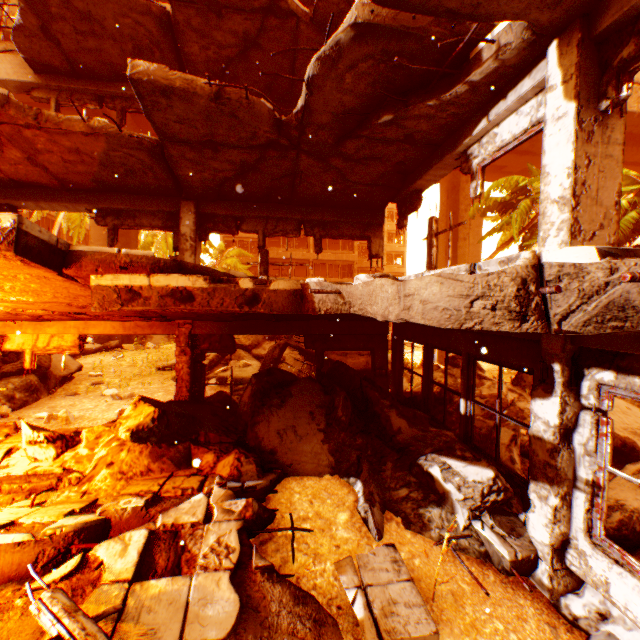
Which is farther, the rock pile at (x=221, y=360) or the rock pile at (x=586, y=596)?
the rock pile at (x=221, y=360)

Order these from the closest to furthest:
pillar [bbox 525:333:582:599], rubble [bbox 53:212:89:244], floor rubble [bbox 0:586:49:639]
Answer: floor rubble [bbox 0:586:49:639]
pillar [bbox 525:333:582:599]
rubble [bbox 53:212:89:244]

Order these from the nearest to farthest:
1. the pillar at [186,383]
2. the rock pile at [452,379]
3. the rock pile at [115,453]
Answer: the rock pile at [115,453] → the pillar at [186,383] → the rock pile at [452,379]

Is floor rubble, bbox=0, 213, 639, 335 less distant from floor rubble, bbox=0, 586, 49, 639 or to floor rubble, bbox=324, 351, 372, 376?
floor rubble, bbox=0, 586, 49, 639

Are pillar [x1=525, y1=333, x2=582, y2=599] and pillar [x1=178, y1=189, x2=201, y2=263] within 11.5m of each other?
yes

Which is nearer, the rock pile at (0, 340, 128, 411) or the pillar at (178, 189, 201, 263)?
the pillar at (178, 189, 201, 263)

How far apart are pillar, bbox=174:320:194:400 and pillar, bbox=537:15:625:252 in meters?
6.4

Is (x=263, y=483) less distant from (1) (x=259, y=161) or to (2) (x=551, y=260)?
(2) (x=551, y=260)
